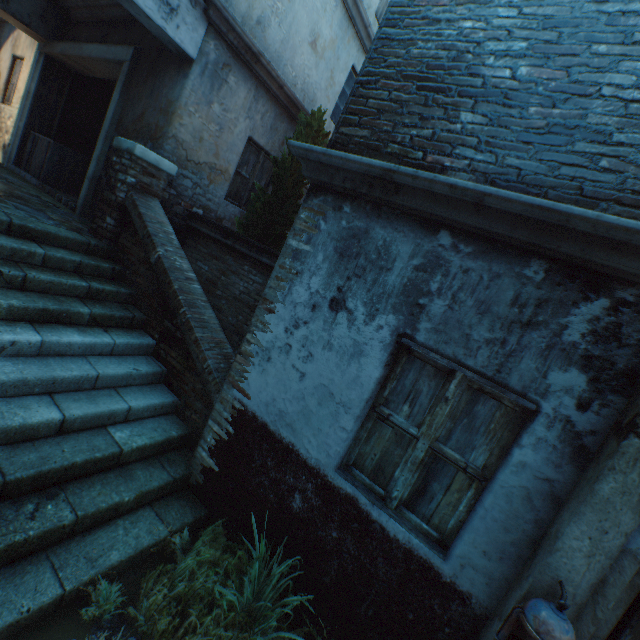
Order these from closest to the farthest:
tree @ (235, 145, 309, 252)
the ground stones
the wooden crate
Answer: the ground stones, tree @ (235, 145, 309, 252), the wooden crate

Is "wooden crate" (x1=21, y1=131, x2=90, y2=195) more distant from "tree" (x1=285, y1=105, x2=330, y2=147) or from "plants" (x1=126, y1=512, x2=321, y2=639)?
"plants" (x1=126, y1=512, x2=321, y2=639)

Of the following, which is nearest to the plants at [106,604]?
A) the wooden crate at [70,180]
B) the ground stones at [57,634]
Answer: the ground stones at [57,634]

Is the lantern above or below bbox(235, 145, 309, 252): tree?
below

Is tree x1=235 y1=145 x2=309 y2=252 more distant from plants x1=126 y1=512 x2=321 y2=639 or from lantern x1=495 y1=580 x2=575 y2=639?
lantern x1=495 y1=580 x2=575 y2=639

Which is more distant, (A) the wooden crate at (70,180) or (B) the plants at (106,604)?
(A) the wooden crate at (70,180)

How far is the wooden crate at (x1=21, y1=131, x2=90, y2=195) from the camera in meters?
7.5

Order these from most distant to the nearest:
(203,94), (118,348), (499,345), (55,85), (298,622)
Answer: (55,85) → (203,94) → (118,348) → (298,622) → (499,345)
